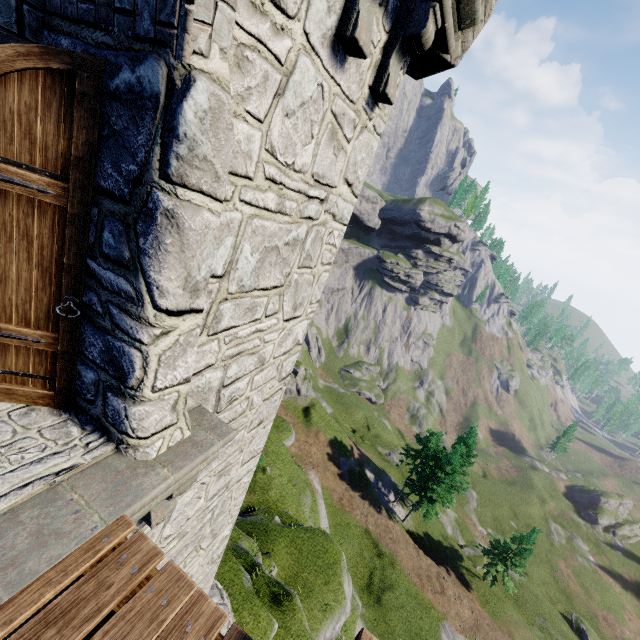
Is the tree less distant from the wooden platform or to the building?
the building

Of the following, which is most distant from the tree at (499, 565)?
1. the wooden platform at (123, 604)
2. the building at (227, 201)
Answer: the wooden platform at (123, 604)

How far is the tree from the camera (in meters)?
34.72

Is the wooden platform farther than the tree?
No

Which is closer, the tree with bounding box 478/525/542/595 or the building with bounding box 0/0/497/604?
the building with bounding box 0/0/497/604

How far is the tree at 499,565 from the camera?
34.72m

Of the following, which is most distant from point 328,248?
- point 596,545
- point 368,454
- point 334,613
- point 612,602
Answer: point 596,545
